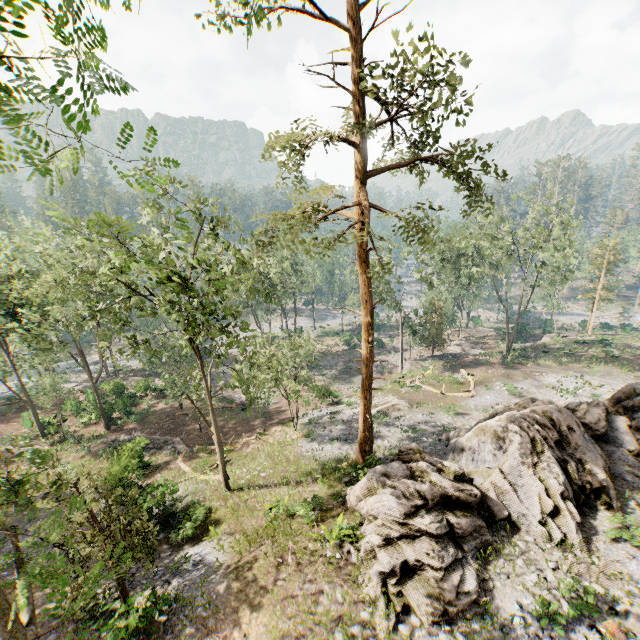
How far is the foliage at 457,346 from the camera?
48.4 meters

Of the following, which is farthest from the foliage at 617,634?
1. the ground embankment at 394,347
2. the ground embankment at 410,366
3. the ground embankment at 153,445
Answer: the ground embankment at 153,445

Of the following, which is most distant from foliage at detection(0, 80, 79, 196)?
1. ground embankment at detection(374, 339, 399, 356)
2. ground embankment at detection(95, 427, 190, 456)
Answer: ground embankment at detection(95, 427, 190, 456)

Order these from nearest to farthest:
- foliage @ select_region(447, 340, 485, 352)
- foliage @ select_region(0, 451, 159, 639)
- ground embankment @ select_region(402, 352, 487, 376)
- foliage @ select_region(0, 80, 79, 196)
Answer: foliage @ select_region(0, 80, 79, 196)
foliage @ select_region(0, 451, 159, 639)
ground embankment @ select_region(402, 352, 487, 376)
foliage @ select_region(447, 340, 485, 352)

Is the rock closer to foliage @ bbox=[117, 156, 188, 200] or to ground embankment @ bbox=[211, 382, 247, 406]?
foliage @ bbox=[117, 156, 188, 200]

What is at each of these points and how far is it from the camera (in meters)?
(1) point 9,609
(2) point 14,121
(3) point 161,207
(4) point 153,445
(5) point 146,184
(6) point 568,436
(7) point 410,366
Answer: (1) foliage, 6.54
(2) foliage, 3.60
(3) foliage, 18.66
(4) ground embankment, 28.27
(5) foliage, 4.39
(6) rock, 15.81
(7) ground embankment, 41.06

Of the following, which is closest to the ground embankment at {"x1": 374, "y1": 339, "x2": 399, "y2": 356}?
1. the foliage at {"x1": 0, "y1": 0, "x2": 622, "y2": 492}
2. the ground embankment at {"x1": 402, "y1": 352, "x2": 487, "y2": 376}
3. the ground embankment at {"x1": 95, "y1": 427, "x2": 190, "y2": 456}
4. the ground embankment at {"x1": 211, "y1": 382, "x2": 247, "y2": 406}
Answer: the ground embankment at {"x1": 211, "y1": 382, "x2": 247, "y2": 406}

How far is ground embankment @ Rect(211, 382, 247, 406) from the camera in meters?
38.6 m
